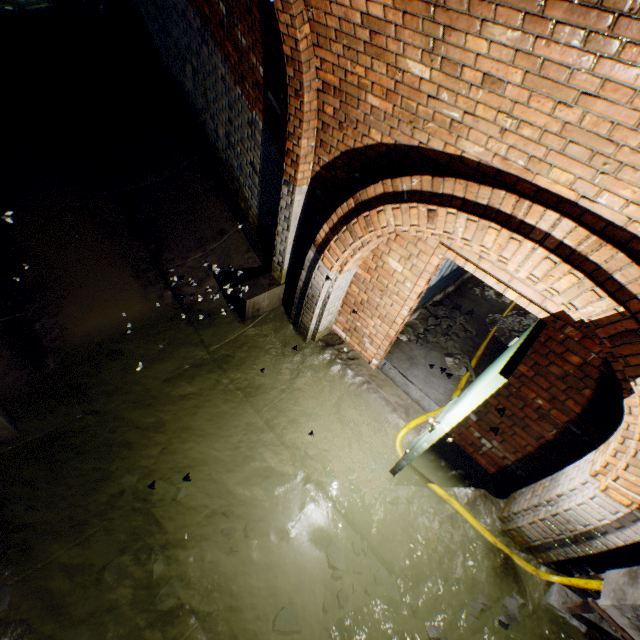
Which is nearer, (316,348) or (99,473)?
(99,473)

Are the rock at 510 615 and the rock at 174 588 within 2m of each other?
no

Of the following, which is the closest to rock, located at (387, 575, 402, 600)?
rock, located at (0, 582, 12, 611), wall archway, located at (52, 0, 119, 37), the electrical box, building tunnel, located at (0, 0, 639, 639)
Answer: building tunnel, located at (0, 0, 639, 639)

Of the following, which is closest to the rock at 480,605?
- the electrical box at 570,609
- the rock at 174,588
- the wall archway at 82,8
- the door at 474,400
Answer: the electrical box at 570,609

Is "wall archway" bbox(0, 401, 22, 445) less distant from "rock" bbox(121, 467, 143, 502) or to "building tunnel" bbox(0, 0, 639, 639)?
"building tunnel" bbox(0, 0, 639, 639)

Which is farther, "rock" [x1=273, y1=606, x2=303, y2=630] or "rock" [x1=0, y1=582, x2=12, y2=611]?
"rock" [x1=273, y1=606, x2=303, y2=630]

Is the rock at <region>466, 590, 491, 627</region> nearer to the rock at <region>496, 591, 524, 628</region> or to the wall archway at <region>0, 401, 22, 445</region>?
the rock at <region>496, 591, 524, 628</region>

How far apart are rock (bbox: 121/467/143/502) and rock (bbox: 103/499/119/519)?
0.1 meters
